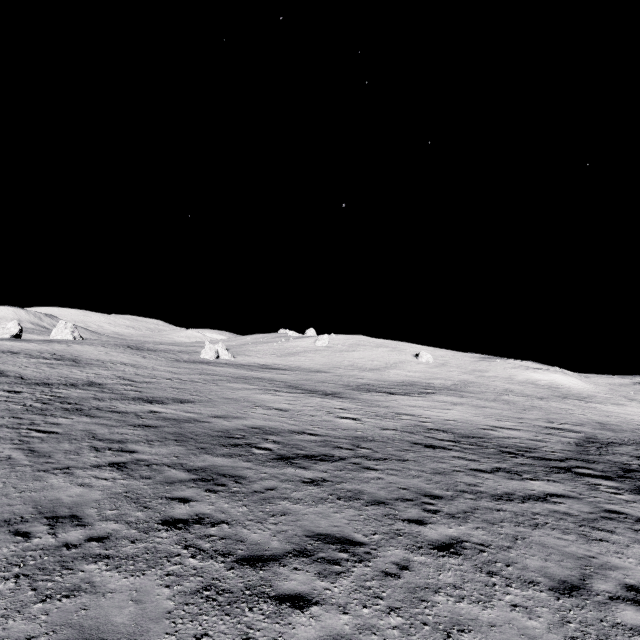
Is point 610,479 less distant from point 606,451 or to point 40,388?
point 606,451

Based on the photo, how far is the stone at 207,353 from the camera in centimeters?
5594cm

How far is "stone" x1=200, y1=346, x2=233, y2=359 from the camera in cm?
5594
